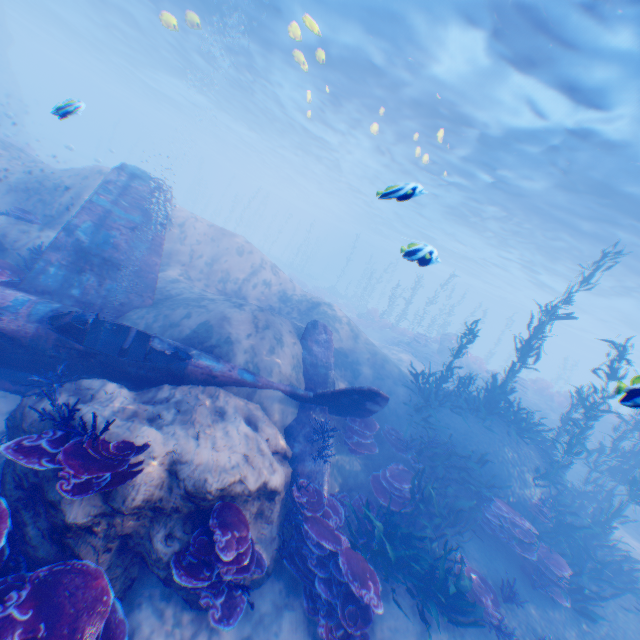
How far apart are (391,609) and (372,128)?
19.44m

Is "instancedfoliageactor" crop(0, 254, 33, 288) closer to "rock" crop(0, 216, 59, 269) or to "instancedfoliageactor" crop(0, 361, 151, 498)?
"rock" crop(0, 216, 59, 269)

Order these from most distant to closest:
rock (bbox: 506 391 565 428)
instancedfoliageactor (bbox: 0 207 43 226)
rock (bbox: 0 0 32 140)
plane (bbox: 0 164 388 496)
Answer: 1. rock (bbox: 0 0 32 140)
2. rock (bbox: 506 391 565 428)
3. instancedfoliageactor (bbox: 0 207 43 226)
4. plane (bbox: 0 164 388 496)

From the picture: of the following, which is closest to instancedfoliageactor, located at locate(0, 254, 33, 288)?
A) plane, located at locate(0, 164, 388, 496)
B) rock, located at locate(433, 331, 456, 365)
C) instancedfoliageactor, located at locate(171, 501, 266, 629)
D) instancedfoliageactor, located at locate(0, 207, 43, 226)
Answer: plane, located at locate(0, 164, 388, 496)

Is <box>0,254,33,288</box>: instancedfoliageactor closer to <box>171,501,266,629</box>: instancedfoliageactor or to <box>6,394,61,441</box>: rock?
<box>6,394,61,441</box>: rock

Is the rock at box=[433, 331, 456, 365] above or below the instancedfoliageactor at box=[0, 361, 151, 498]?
above

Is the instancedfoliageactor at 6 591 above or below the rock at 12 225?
below

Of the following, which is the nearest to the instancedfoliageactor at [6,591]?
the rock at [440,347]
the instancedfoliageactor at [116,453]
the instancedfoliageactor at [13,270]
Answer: the instancedfoliageactor at [116,453]
